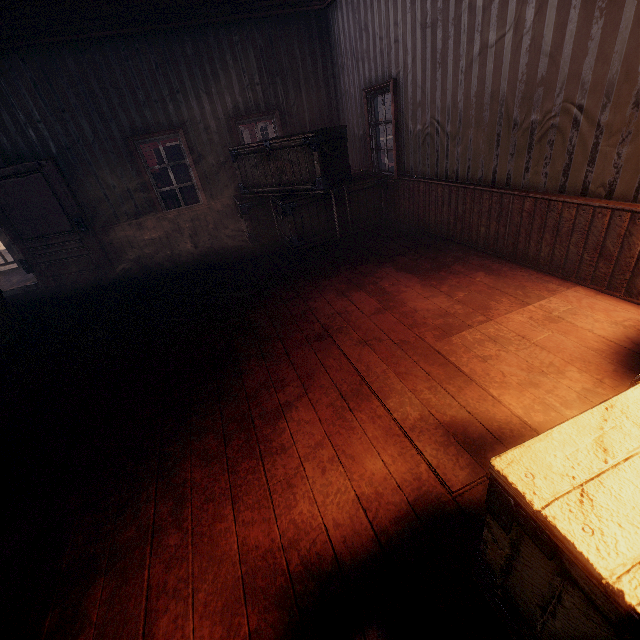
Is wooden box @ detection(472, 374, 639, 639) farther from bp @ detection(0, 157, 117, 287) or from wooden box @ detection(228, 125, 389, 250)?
bp @ detection(0, 157, 117, 287)

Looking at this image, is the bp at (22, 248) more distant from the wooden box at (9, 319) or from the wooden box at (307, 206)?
the wooden box at (307, 206)

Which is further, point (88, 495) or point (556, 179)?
point (556, 179)

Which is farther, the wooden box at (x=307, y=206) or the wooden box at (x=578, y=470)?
the wooden box at (x=307, y=206)

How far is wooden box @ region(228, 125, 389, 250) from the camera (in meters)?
5.31

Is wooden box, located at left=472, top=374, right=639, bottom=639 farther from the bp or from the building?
the bp

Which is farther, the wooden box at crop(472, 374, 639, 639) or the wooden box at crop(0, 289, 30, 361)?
the wooden box at crop(0, 289, 30, 361)

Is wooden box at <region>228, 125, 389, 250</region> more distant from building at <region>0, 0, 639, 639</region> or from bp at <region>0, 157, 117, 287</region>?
bp at <region>0, 157, 117, 287</region>
